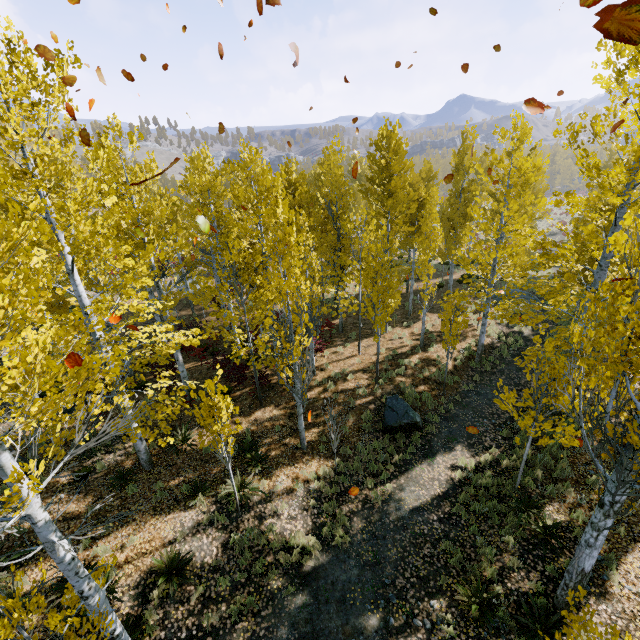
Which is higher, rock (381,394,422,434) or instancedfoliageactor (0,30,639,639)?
instancedfoliageactor (0,30,639,639)

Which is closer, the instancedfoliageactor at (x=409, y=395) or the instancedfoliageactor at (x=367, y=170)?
the instancedfoliageactor at (x=367, y=170)

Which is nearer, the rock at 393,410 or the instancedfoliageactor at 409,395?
the rock at 393,410

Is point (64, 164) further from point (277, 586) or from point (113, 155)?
point (277, 586)

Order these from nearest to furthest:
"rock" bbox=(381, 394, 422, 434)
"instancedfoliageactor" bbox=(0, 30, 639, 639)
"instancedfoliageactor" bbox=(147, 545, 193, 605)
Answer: "instancedfoliageactor" bbox=(0, 30, 639, 639) → "instancedfoliageactor" bbox=(147, 545, 193, 605) → "rock" bbox=(381, 394, 422, 434)

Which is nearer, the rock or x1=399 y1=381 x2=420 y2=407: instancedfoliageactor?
the rock

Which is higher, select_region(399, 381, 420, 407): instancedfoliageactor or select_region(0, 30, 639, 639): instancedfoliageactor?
select_region(0, 30, 639, 639): instancedfoliageactor
